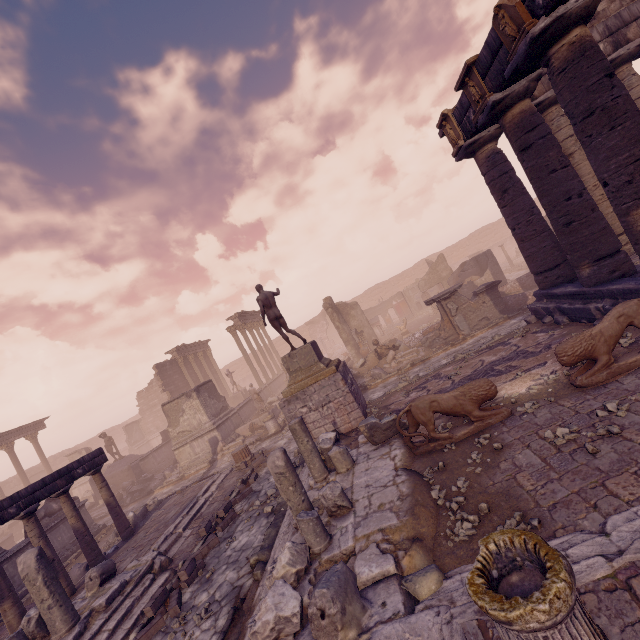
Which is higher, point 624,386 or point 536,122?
point 536,122

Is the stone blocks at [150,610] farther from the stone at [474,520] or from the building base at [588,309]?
the building base at [588,309]

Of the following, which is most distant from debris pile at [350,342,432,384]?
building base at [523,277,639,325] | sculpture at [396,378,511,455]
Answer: sculpture at [396,378,511,455]

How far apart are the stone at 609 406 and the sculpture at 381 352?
10.9 meters

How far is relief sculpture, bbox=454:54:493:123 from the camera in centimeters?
812cm

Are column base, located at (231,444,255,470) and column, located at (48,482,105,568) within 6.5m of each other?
yes

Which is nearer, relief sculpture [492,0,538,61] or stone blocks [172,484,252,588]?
relief sculpture [492,0,538,61]

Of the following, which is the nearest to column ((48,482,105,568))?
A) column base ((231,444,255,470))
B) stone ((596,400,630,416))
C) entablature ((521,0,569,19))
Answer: column base ((231,444,255,470))
